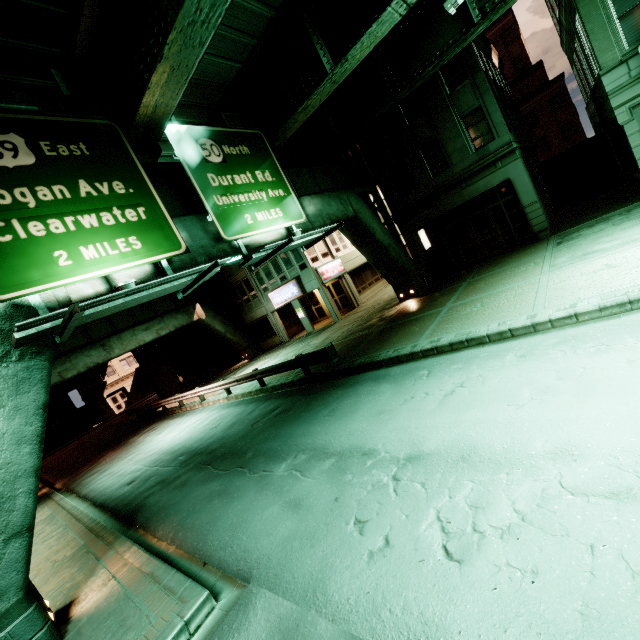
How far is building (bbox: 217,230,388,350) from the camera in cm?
2519

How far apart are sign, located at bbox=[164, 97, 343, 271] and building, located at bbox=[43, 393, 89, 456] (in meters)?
49.57

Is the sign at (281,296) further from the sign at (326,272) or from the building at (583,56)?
the building at (583,56)

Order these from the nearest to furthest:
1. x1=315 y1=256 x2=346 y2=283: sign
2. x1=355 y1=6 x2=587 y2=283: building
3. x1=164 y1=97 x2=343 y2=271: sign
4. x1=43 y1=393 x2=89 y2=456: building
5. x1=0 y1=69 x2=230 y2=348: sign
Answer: x1=0 y1=69 x2=230 y2=348: sign → x1=164 y1=97 x2=343 y2=271: sign → x1=355 y1=6 x2=587 y2=283: building → x1=315 y1=256 x2=346 y2=283: sign → x1=43 y1=393 x2=89 y2=456: building

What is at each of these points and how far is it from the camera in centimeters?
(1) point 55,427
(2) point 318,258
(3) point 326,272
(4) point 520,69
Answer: (1) building, 4388cm
(2) building, 2550cm
(3) sign, 2522cm
(4) building, 3556cm

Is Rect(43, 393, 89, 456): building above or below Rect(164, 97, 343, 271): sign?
Answer: below

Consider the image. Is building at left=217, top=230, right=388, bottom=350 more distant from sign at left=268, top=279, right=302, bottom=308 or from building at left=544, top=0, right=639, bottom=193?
building at left=544, top=0, right=639, bottom=193

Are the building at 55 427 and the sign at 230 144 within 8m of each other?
no
